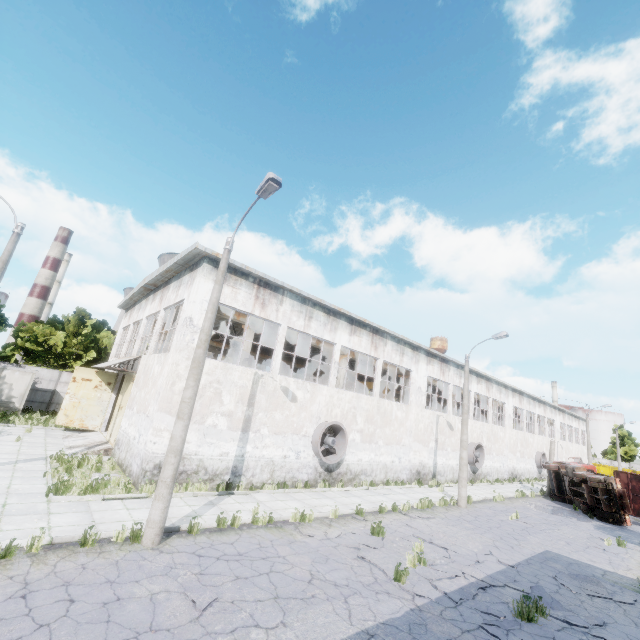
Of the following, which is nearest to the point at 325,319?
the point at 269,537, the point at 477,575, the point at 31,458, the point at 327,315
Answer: the point at 327,315

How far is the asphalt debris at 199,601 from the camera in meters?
6.2 m

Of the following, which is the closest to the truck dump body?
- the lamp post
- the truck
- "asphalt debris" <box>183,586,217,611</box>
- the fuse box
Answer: the truck

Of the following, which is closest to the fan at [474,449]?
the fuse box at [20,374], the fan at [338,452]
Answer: the fan at [338,452]

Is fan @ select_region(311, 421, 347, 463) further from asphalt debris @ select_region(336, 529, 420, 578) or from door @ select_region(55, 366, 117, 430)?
door @ select_region(55, 366, 117, 430)

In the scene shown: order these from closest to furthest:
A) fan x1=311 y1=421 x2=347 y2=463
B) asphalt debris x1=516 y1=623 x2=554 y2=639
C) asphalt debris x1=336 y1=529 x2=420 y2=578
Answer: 1. asphalt debris x1=516 y1=623 x2=554 y2=639
2. asphalt debris x1=336 y1=529 x2=420 y2=578
3. fan x1=311 y1=421 x2=347 y2=463

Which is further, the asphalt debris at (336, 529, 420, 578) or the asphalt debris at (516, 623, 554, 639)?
the asphalt debris at (336, 529, 420, 578)

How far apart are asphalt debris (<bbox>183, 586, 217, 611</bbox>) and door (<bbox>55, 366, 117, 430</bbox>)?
18.8 meters
